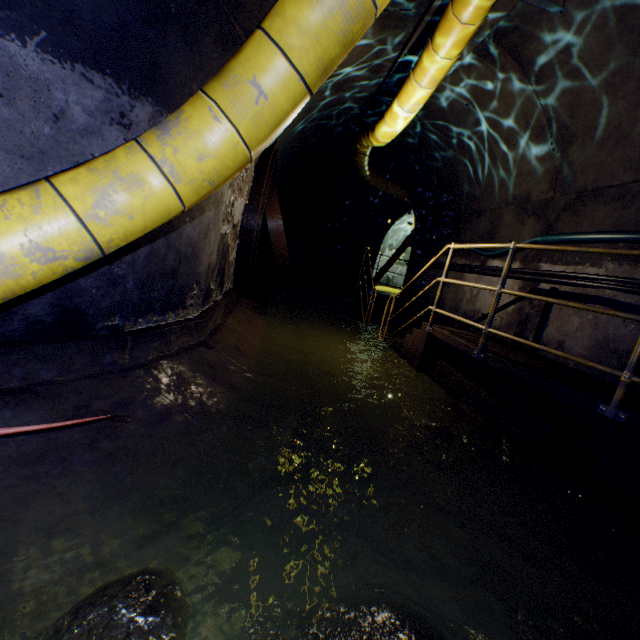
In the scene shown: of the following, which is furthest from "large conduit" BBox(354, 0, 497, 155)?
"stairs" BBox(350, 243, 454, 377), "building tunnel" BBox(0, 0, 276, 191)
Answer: "stairs" BBox(350, 243, 454, 377)

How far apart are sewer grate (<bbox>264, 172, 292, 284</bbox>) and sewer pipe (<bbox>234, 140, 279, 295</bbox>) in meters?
0.0

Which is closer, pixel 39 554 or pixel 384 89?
pixel 39 554

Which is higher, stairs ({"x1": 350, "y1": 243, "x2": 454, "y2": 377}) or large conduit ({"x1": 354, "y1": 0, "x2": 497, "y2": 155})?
large conduit ({"x1": 354, "y1": 0, "x2": 497, "y2": 155})

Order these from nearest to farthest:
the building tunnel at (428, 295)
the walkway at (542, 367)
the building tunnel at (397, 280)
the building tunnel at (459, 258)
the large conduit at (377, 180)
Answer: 1. the walkway at (542, 367)
2. the building tunnel at (459, 258)
3. the building tunnel at (428, 295)
4. the large conduit at (377, 180)
5. the building tunnel at (397, 280)

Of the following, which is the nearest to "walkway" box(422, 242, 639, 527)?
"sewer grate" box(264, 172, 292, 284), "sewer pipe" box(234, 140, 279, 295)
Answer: "sewer pipe" box(234, 140, 279, 295)

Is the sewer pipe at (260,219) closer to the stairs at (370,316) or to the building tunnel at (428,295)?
the building tunnel at (428,295)

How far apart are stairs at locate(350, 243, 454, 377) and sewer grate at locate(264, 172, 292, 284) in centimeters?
206cm
